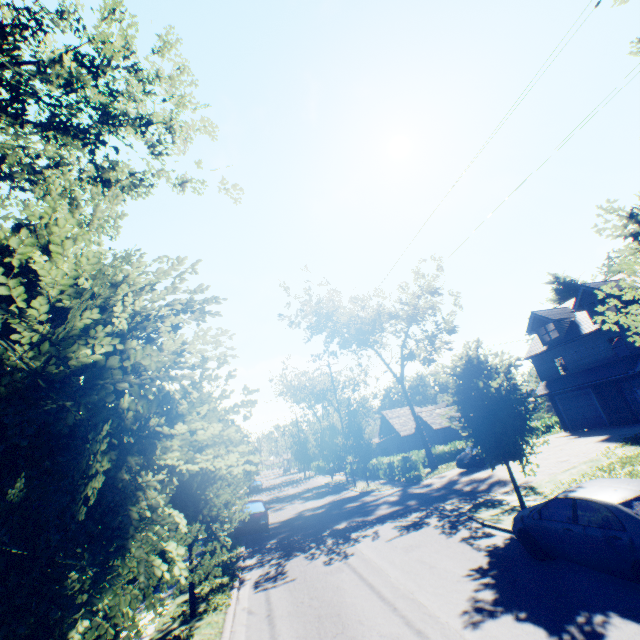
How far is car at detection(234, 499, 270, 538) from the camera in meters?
17.5

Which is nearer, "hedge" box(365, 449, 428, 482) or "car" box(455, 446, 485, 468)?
"car" box(455, 446, 485, 468)

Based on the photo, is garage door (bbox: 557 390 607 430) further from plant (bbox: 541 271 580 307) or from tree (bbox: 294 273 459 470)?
plant (bbox: 541 271 580 307)

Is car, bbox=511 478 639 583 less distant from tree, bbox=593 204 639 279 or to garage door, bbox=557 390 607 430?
tree, bbox=593 204 639 279

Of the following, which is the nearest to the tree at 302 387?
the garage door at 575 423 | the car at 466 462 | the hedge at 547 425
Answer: the car at 466 462

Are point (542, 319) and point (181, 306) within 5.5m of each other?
no

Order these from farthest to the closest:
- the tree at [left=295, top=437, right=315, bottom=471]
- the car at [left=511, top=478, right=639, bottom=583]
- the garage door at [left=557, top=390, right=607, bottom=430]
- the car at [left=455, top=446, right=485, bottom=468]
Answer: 1. the tree at [left=295, top=437, right=315, bottom=471]
2. the garage door at [left=557, top=390, right=607, bottom=430]
3. the car at [left=455, top=446, right=485, bottom=468]
4. the car at [left=511, top=478, right=639, bottom=583]

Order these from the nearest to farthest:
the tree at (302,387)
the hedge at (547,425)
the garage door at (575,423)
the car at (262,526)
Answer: the car at (262,526), the garage door at (575,423), the hedge at (547,425), the tree at (302,387)
